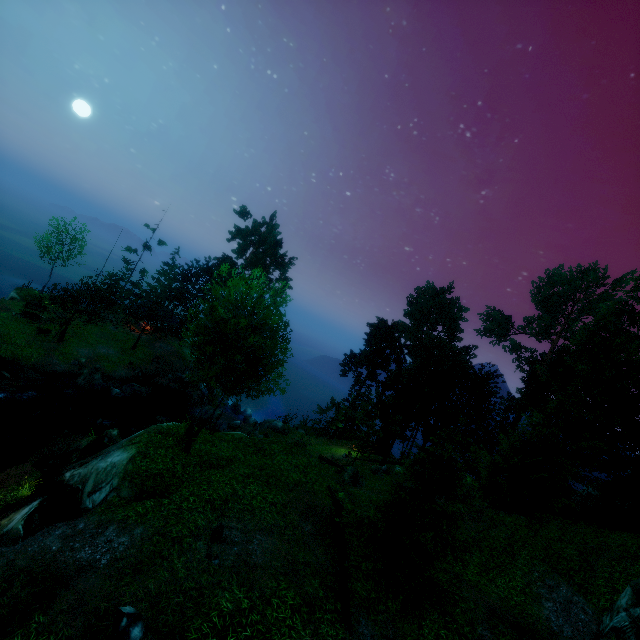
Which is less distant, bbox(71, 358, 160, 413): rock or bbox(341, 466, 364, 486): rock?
bbox(341, 466, 364, 486): rock

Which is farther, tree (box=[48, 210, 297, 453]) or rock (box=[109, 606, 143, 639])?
tree (box=[48, 210, 297, 453])

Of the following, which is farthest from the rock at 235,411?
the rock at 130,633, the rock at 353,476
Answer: the rock at 130,633

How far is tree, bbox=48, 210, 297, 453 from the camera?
13.8m

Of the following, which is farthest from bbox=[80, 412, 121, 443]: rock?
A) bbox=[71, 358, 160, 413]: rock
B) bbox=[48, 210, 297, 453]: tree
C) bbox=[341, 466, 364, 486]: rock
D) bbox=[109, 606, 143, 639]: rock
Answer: bbox=[109, 606, 143, 639]: rock

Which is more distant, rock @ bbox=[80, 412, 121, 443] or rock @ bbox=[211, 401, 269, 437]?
rock @ bbox=[211, 401, 269, 437]

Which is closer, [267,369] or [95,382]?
[267,369]

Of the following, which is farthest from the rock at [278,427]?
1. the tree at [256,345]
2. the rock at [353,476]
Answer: the rock at [353,476]
